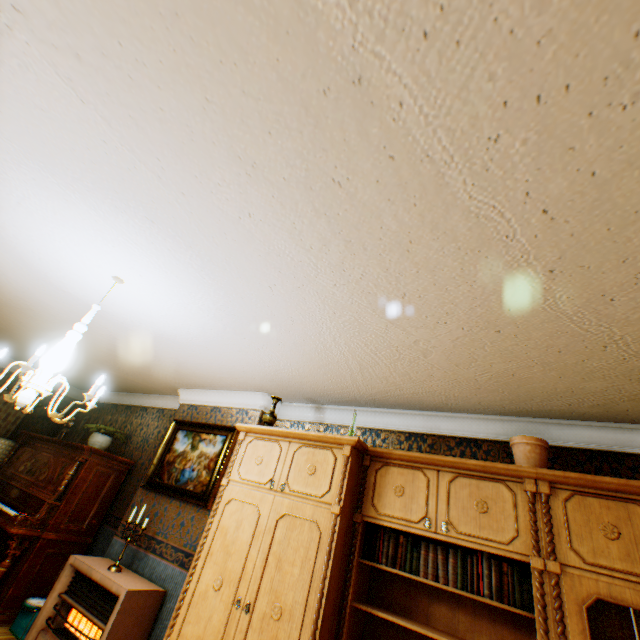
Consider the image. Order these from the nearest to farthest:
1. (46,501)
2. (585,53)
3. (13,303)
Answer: (585,53)
(13,303)
(46,501)

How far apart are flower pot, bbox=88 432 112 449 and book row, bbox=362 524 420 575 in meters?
4.8 m

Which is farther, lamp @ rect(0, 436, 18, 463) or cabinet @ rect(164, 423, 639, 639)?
lamp @ rect(0, 436, 18, 463)

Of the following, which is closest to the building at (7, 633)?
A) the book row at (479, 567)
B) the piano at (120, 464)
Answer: the piano at (120, 464)

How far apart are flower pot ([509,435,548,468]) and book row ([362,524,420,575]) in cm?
101

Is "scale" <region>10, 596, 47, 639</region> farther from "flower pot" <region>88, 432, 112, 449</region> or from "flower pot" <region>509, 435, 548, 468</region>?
"flower pot" <region>509, 435, 548, 468</region>

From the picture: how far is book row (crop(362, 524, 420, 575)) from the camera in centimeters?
251cm

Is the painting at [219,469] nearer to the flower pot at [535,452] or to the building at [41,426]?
the building at [41,426]
